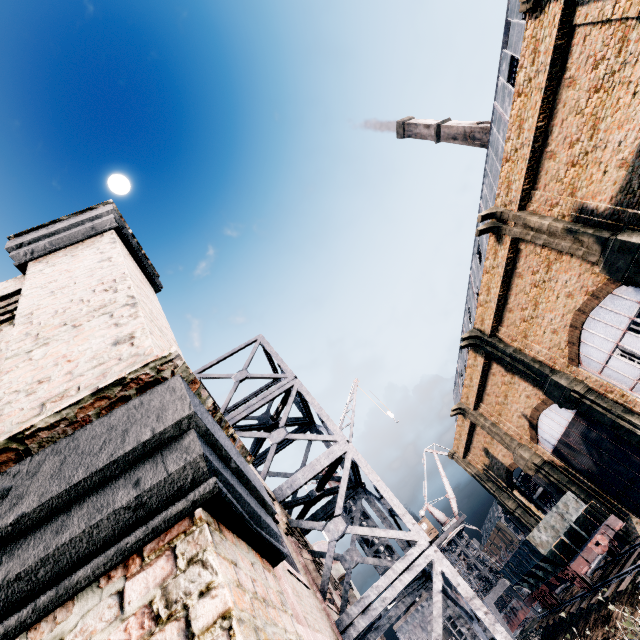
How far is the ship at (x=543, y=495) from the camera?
49.87m

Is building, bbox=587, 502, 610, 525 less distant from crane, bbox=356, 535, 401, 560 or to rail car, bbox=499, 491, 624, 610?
crane, bbox=356, 535, 401, 560

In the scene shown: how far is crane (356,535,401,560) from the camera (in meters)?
16.82

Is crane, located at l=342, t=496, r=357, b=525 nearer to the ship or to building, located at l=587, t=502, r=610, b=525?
building, located at l=587, t=502, r=610, b=525

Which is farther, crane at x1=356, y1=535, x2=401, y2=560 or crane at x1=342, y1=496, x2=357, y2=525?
crane at x1=342, y1=496, x2=357, y2=525

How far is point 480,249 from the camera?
33.53m

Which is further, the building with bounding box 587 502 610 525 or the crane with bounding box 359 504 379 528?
the building with bounding box 587 502 610 525

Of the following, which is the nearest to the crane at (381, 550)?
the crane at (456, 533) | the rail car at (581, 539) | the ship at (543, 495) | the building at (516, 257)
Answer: the building at (516, 257)
